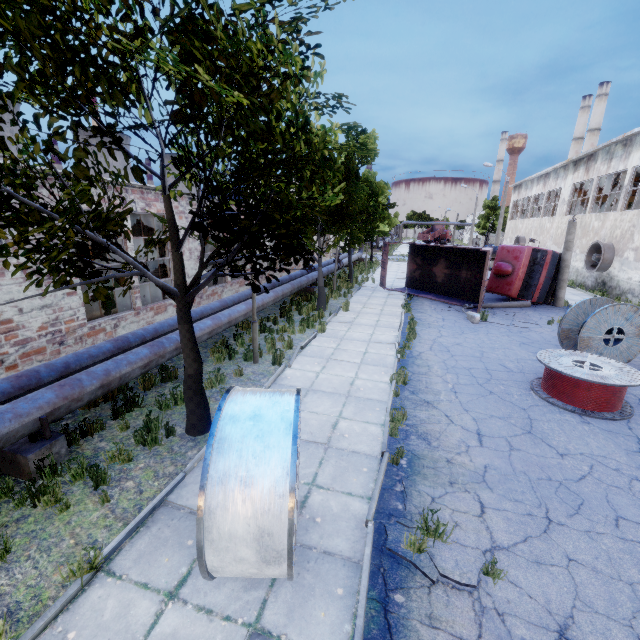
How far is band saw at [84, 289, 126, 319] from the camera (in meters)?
10.70

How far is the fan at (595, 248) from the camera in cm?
2070

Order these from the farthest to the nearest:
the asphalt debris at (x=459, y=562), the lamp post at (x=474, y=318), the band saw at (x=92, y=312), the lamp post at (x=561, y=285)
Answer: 1. the lamp post at (x=561, y=285)
2. the lamp post at (x=474, y=318)
3. the band saw at (x=92, y=312)
4. the asphalt debris at (x=459, y=562)

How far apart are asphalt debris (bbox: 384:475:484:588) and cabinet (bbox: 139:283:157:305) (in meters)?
10.92

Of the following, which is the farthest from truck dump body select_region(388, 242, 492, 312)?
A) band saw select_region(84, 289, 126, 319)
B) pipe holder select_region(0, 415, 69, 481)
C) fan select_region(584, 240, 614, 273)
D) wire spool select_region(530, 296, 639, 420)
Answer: pipe holder select_region(0, 415, 69, 481)

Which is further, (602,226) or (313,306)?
(602,226)

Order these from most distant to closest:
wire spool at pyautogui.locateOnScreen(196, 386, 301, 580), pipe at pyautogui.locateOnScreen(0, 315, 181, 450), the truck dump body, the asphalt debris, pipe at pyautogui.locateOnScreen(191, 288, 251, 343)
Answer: the truck dump body, pipe at pyautogui.locateOnScreen(191, 288, 251, 343), pipe at pyautogui.locateOnScreen(0, 315, 181, 450), the asphalt debris, wire spool at pyautogui.locateOnScreen(196, 386, 301, 580)

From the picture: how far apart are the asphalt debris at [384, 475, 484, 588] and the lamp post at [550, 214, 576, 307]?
17.6 meters
